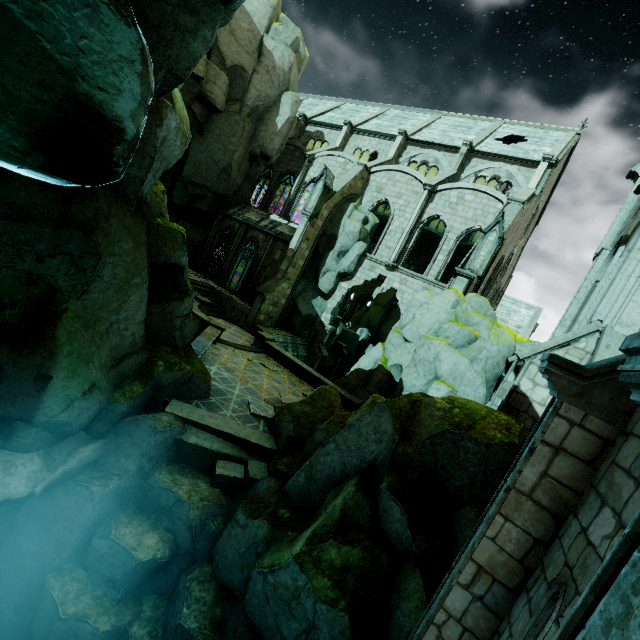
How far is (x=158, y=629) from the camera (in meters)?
6.93

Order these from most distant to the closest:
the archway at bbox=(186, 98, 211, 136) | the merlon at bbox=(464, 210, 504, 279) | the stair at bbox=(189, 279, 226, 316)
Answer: the archway at bbox=(186, 98, 211, 136)
the stair at bbox=(189, 279, 226, 316)
the merlon at bbox=(464, 210, 504, 279)

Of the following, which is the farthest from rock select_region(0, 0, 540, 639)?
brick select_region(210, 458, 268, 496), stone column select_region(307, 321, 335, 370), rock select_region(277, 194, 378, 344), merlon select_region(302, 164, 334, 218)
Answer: merlon select_region(302, 164, 334, 218)

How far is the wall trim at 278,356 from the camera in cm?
1727

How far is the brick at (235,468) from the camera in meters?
8.9

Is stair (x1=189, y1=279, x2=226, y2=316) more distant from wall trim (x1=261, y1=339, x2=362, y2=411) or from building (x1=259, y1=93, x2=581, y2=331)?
building (x1=259, y1=93, x2=581, y2=331)

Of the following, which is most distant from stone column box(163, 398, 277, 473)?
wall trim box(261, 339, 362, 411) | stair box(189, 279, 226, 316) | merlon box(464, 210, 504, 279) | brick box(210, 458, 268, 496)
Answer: merlon box(464, 210, 504, 279)

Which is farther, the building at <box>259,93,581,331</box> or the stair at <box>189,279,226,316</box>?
the stair at <box>189,279,226,316</box>
